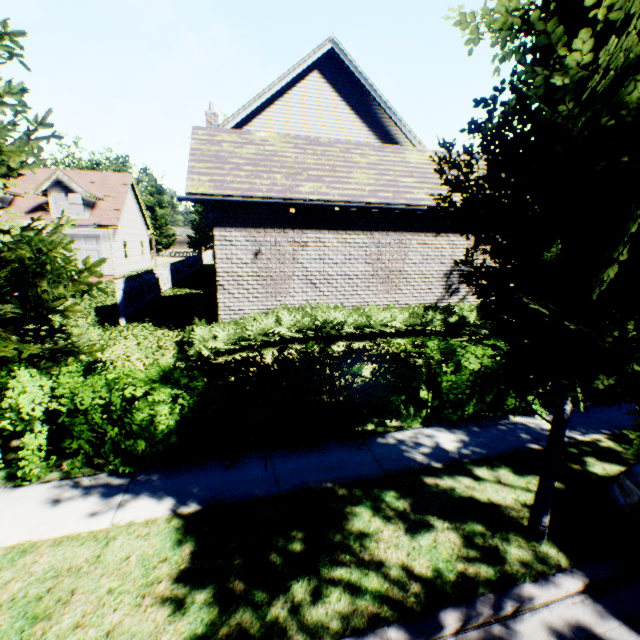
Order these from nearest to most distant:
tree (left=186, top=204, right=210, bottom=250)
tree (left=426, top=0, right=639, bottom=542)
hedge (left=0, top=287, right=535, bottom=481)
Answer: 1. tree (left=426, top=0, right=639, bottom=542)
2. hedge (left=0, top=287, right=535, bottom=481)
3. tree (left=186, top=204, right=210, bottom=250)

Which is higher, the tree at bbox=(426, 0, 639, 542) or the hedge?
the tree at bbox=(426, 0, 639, 542)

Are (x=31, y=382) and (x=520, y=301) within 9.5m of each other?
yes

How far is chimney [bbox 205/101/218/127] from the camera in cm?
1588

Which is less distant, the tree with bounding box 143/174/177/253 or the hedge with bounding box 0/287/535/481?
A: the hedge with bounding box 0/287/535/481

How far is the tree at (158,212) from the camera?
55.12m

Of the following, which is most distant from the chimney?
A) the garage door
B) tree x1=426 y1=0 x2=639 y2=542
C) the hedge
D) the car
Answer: the car

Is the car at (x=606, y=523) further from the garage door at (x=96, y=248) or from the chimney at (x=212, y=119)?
the garage door at (x=96, y=248)
